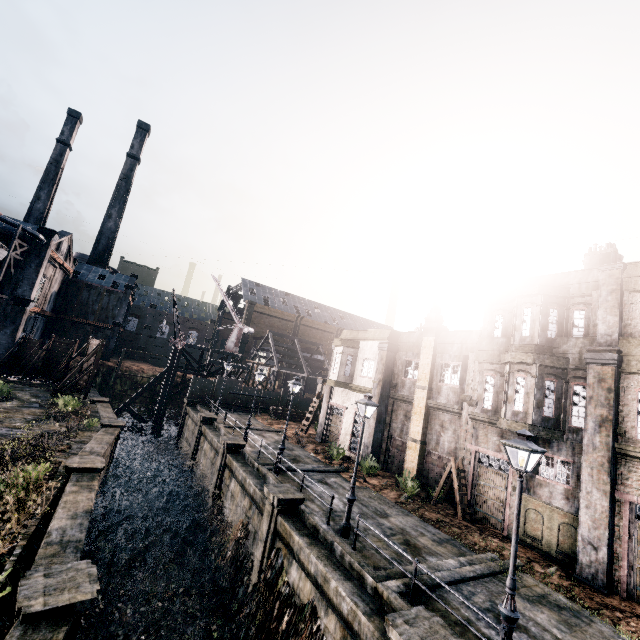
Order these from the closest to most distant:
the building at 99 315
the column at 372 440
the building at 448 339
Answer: the building at 448 339 → the column at 372 440 → the building at 99 315

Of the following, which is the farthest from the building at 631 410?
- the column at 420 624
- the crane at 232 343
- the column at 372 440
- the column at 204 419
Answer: the crane at 232 343

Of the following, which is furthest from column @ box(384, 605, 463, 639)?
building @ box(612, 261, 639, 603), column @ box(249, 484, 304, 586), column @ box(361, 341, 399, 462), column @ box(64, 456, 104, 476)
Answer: column @ box(361, 341, 399, 462)

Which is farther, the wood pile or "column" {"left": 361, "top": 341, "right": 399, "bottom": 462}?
the wood pile

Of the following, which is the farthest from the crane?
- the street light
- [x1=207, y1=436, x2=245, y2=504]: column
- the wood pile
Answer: the street light

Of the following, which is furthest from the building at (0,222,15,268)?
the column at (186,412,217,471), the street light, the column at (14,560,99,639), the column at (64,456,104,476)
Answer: the street light

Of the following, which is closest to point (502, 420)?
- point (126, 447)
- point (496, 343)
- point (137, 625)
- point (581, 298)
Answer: point (496, 343)

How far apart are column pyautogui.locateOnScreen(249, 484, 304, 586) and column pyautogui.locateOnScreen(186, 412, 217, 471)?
15.9m
